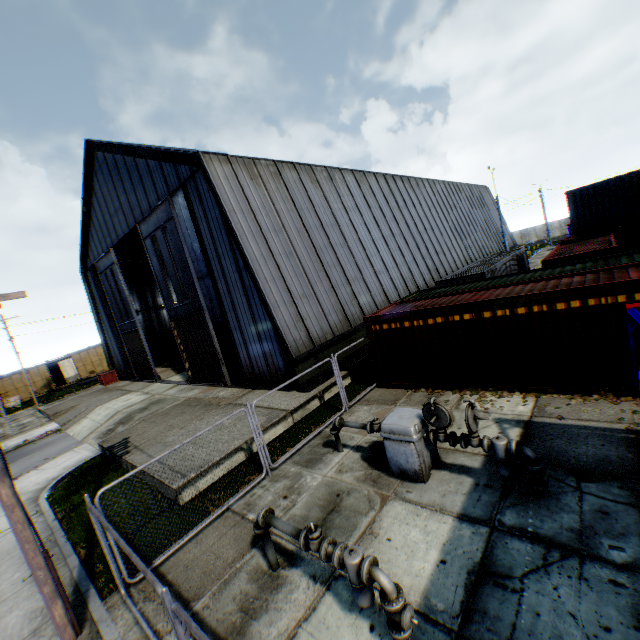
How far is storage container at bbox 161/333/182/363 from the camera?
30.8 meters

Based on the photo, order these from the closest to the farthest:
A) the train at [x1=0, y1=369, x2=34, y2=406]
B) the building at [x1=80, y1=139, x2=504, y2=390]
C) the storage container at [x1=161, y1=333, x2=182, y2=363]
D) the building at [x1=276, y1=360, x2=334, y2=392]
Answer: the building at [x1=276, y1=360, x2=334, y2=392] < the building at [x1=80, y1=139, x2=504, y2=390] < the storage container at [x1=161, y1=333, x2=182, y2=363] < the train at [x1=0, y1=369, x2=34, y2=406]

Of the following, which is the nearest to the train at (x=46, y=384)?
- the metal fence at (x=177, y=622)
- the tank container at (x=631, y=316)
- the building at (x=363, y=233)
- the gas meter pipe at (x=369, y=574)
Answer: the metal fence at (x=177, y=622)

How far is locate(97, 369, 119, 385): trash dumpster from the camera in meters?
29.5 m

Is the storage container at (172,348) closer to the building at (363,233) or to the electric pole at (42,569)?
the building at (363,233)

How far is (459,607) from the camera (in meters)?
4.51

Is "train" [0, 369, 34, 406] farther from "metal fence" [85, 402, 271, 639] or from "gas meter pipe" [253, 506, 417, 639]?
"gas meter pipe" [253, 506, 417, 639]

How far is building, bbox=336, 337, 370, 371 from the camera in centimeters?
1541cm
